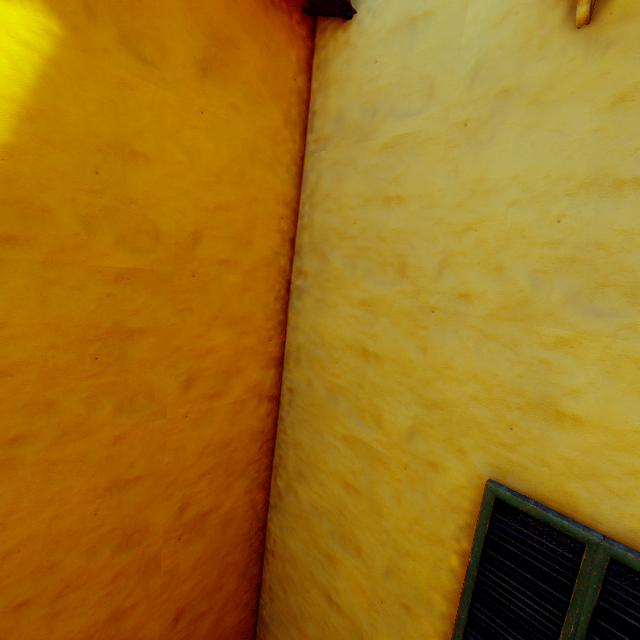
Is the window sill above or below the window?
above

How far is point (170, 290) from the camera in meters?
2.5 m

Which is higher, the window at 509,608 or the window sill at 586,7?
the window sill at 586,7
